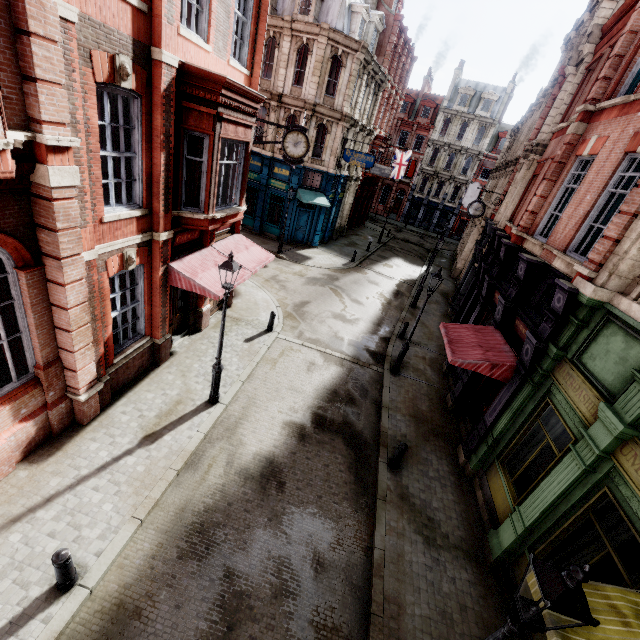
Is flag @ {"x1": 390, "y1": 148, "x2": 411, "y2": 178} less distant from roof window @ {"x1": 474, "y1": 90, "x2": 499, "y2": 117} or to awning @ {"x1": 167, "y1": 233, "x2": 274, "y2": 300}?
roof window @ {"x1": 474, "y1": 90, "x2": 499, "y2": 117}

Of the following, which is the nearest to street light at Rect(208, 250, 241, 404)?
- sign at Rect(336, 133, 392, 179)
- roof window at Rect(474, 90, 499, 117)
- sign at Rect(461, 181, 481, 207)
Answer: sign at Rect(336, 133, 392, 179)

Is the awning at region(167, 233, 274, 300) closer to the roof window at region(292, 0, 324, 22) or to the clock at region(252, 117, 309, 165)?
the clock at region(252, 117, 309, 165)

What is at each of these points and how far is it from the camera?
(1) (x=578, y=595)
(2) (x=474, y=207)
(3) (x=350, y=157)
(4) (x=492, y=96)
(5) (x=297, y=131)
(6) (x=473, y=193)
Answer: (1) street light, 2.82m
(2) clock, 18.86m
(3) sign, 23.52m
(4) roof window, 44.03m
(5) clock, 12.15m
(6) sign, 31.50m

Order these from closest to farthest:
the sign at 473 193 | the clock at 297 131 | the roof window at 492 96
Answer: the clock at 297 131, the sign at 473 193, the roof window at 492 96

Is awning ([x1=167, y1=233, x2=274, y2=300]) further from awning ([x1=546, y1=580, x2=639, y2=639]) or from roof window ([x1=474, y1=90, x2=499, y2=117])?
roof window ([x1=474, y1=90, x2=499, y2=117])

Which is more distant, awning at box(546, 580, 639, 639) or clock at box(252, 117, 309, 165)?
clock at box(252, 117, 309, 165)

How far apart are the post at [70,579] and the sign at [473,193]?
36.0m
